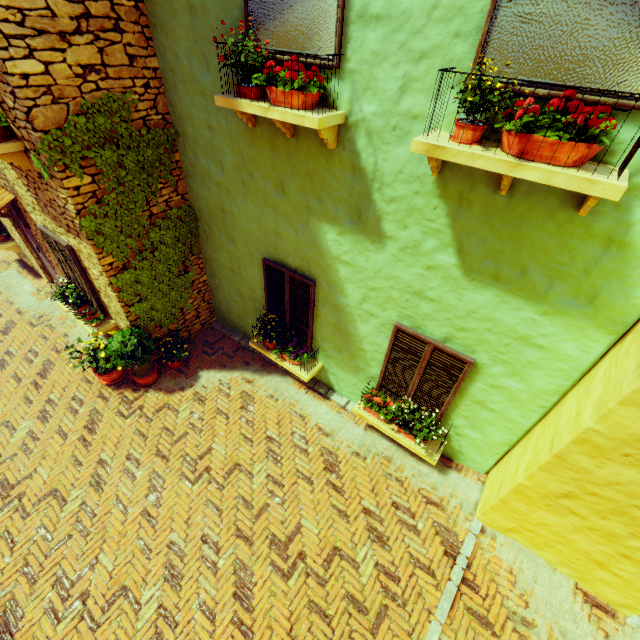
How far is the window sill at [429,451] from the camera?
4.96m

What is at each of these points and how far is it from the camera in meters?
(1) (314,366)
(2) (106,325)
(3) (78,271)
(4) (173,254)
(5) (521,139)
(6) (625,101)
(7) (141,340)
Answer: (1) window sill, 6.1 m
(2) window sill, 6.6 m
(3) window, 5.9 m
(4) vines, 6.0 m
(5) flower pot, 2.3 m
(6) window, 2.2 m
(7) potted tree, 6.0 m

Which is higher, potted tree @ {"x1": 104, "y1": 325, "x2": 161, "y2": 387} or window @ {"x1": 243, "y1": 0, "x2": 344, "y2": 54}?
window @ {"x1": 243, "y1": 0, "x2": 344, "y2": 54}

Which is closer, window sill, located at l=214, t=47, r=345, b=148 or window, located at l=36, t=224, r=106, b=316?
window sill, located at l=214, t=47, r=345, b=148

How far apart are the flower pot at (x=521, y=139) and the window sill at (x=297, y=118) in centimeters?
160cm

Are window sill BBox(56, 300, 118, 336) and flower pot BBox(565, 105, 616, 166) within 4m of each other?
no

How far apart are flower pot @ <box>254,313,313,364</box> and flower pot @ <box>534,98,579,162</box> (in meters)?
4.37

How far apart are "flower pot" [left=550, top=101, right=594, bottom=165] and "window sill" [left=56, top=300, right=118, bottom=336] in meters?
7.2
